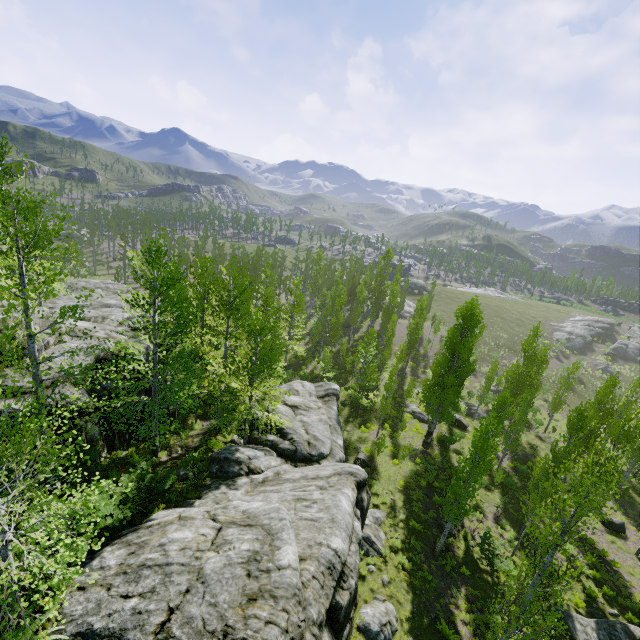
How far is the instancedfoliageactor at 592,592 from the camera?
17.4 meters

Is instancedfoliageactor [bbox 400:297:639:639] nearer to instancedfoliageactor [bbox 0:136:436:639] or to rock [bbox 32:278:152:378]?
rock [bbox 32:278:152:378]

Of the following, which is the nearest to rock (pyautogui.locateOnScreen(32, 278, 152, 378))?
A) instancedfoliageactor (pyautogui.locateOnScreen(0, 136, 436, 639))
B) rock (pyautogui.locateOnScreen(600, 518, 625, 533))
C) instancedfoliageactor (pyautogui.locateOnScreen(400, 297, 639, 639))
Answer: instancedfoliageactor (pyautogui.locateOnScreen(400, 297, 639, 639))

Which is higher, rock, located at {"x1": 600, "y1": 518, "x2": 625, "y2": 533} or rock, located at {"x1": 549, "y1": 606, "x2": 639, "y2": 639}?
rock, located at {"x1": 549, "y1": 606, "x2": 639, "y2": 639}

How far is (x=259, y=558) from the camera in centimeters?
875cm

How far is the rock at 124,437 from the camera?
13.3 meters

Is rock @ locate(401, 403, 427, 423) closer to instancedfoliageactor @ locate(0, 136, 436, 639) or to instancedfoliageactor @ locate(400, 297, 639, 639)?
instancedfoliageactor @ locate(400, 297, 639, 639)

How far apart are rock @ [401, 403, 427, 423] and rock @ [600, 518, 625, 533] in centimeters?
1431cm
